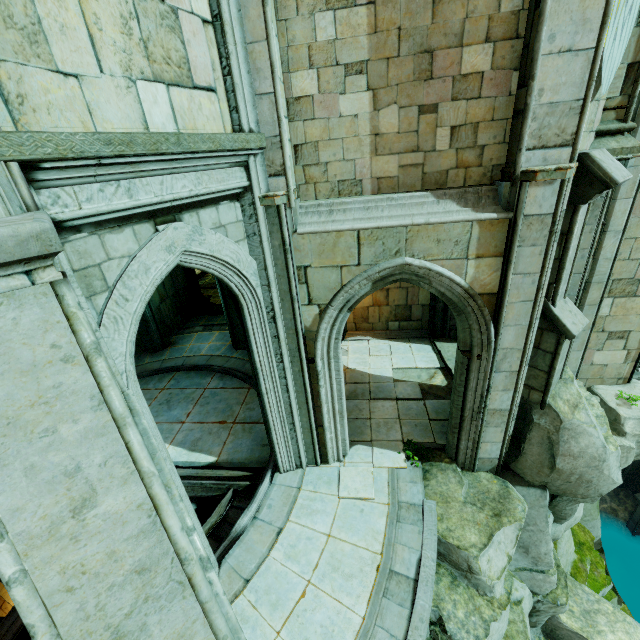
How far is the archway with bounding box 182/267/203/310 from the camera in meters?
16.4 m

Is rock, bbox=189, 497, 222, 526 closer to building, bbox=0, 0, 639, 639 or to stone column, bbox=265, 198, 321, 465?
building, bbox=0, 0, 639, 639

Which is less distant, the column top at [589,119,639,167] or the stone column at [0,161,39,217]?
the stone column at [0,161,39,217]

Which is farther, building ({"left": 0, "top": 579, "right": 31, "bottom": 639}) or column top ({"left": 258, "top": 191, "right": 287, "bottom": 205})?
building ({"left": 0, "top": 579, "right": 31, "bottom": 639})

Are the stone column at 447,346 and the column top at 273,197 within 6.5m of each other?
no

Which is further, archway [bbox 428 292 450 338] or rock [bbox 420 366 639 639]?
archway [bbox 428 292 450 338]

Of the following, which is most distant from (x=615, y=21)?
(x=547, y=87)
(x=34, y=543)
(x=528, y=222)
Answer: (x=34, y=543)

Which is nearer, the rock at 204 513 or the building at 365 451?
the building at 365 451
